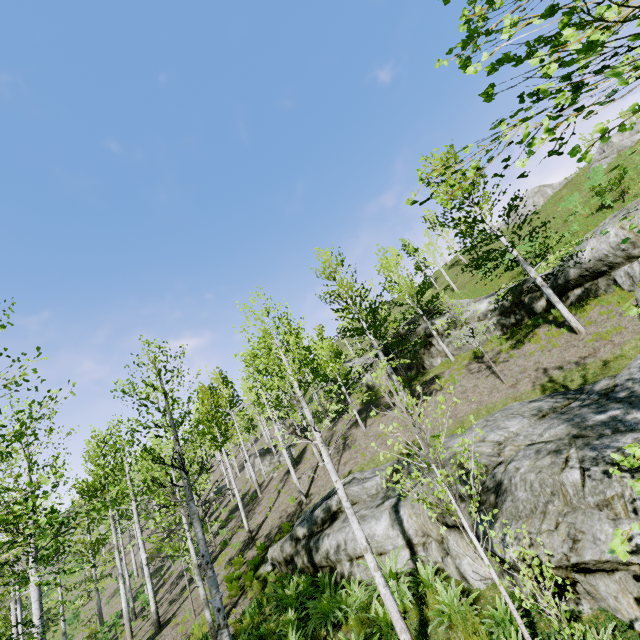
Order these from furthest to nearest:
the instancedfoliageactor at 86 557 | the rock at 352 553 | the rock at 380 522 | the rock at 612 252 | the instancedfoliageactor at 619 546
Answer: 1. the rock at 612 252
2. the rock at 352 553
3. the rock at 380 522
4. the instancedfoliageactor at 86 557
5. the instancedfoliageactor at 619 546

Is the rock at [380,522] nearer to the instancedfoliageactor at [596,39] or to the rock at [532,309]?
the instancedfoliageactor at [596,39]

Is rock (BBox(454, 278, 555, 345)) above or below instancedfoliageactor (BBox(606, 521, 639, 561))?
above

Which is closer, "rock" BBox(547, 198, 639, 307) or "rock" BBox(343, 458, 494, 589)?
"rock" BBox(343, 458, 494, 589)

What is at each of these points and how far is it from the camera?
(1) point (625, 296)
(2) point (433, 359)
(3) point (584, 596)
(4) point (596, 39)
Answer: (1) instancedfoliageactor, 12.5m
(2) rock, 21.3m
(3) rock, 5.3m
(4) instancedfoliageactor, 1.6m

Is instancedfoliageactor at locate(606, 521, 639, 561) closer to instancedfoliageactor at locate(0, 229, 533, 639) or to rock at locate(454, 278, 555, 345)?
instancedfoliageactor at locate(0, 229, 533, 639)

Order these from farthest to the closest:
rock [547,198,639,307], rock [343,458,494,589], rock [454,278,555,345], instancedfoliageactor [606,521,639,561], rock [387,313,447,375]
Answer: rock [387,313,447,375], rock [454,278,555,345], rock [547,198,639,307], rock [343,458,494,589], instancedfoliageactor [606,521,639,561]
